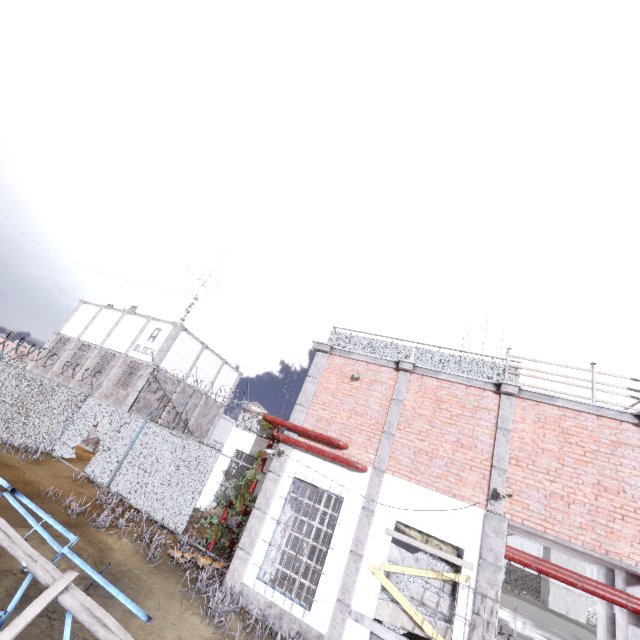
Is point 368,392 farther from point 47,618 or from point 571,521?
point 47,618

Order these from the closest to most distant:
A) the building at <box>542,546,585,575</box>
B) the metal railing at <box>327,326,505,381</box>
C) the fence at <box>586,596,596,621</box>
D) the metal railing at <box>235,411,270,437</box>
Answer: the metal railing at <box>327,326,505,381</box> < the metal railing at <box>235,411,270,437</box> < the building at <box>542,546,585,575</box> < the fence at <box>586,596,596,621</box>

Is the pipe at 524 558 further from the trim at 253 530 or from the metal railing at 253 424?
the metal railing at 253 424

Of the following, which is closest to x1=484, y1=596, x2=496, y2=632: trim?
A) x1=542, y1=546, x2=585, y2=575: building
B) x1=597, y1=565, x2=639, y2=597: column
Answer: x1=597, y1=565, x2=639, y2=597: column

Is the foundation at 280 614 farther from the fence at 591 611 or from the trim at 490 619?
the fence at 591 611

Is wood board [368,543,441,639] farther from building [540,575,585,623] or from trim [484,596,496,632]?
building [540,575,585,623]

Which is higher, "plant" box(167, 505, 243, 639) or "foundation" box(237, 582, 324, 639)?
"plant" box(167, 505, 243, 639)

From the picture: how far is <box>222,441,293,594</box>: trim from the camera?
8.36m
